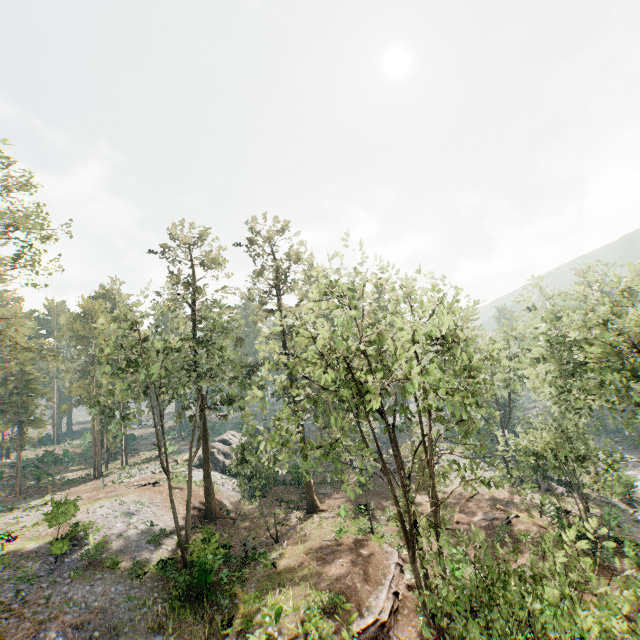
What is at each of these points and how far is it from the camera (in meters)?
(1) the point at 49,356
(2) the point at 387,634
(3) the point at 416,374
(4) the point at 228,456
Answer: (1) foliage, 24.80
(2) ground embankment, 16.84
(3) foliage, 11.55
(4) rock, 44.62

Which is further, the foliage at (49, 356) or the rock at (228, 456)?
the rock at (228, 456)

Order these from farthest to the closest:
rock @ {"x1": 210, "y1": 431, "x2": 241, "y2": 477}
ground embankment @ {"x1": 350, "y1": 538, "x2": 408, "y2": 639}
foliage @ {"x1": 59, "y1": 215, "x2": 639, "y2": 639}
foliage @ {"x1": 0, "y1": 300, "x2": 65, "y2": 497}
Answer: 1. rock @ {"x1": 210, "y1": 431, "x2": 241, "y2": 477}
2. foliage @ {"x1": 0, "y1": 300, "x2": 65, "y2": 497}
3. ground embankment @ {"x1": 350, "y1": 538, "x2": 408, "y2": 639}
4. foliage @ {"x1": 59, "y1": 215, "x2": 639, "y2": 639}

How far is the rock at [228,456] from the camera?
Answer: 42.6m

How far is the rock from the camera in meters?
42.6

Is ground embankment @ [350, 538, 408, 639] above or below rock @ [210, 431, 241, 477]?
below

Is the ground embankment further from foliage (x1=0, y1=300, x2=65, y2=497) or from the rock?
the rock

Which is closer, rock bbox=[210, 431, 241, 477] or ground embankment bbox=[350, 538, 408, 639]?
ground embankment bbox=[350, 538, 408, 639]
